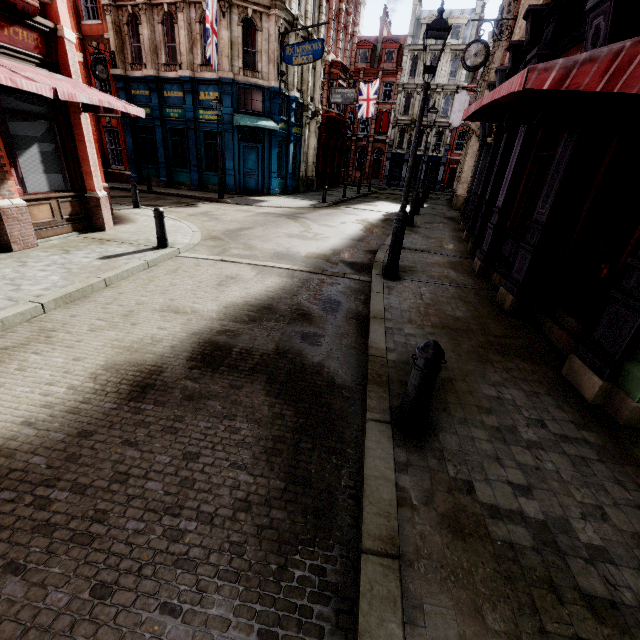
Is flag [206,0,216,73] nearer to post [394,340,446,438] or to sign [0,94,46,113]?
sign [0,94,46,113]

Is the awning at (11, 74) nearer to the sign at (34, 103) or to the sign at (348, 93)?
the sign at (34, 103)

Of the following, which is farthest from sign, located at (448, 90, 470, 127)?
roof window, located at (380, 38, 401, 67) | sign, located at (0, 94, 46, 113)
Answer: sign, located at (0, 94, 46, 113)

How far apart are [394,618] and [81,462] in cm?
254

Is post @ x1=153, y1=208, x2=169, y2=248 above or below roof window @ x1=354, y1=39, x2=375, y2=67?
below

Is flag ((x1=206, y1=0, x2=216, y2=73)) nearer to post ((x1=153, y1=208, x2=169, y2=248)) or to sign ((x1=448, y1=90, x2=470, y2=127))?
post ((x1=153, y1=208, x2=169, y2=248))

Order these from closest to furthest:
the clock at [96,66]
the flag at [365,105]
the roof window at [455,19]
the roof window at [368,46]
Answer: the clock at [96,66]
the flag at [365,105]
the roof window at [455,19]
the roof window at [368,46]

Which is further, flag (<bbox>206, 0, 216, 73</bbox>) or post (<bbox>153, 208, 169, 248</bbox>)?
flag (<bbox>206, 0, 216, 73</bbox>)
